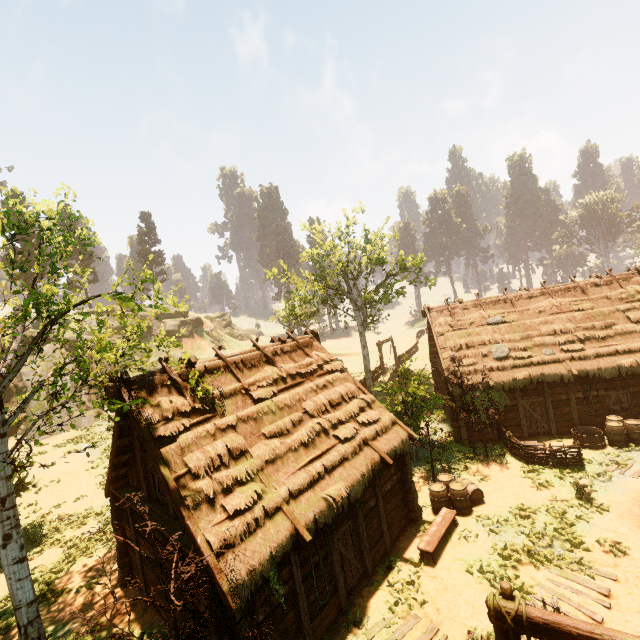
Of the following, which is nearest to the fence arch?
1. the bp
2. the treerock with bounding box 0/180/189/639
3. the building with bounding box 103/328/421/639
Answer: the treerock with bounding box 0/180/189/639

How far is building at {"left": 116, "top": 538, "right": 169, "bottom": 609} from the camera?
10.27m

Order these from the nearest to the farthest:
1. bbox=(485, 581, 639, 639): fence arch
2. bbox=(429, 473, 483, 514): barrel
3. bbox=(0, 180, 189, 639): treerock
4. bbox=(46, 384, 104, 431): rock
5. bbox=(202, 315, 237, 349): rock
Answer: bbox=(485, 581, 639, 639): fence arch → bbox=(0, 180, 189, 639): treerock → bbox=(429, 473, 483, 514): barrel → bbox=(46, 384, 104, 431): rock → bbox=(202, 315, 237, 349): rock

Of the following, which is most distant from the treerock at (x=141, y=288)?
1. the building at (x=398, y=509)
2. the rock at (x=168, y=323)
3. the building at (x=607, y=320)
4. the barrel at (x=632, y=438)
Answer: the barrel at (x=632, y=438)

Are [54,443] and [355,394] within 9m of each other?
no

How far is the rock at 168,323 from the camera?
46.0m

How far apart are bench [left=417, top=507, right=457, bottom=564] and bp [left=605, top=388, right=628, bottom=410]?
11.46m

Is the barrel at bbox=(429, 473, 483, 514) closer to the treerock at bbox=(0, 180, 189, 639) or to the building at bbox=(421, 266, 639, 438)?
the treerock at bbox=(0, 180, 189, 639)
